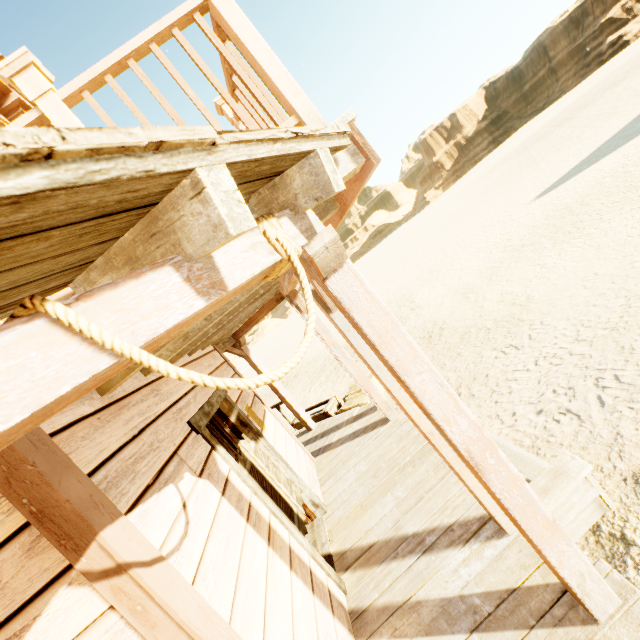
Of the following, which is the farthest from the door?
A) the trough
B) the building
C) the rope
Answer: the trough

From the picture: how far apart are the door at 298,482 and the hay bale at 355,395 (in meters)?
2.43

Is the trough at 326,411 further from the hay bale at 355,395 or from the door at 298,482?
the door at 298,482

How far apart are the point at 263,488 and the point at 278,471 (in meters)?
0.74

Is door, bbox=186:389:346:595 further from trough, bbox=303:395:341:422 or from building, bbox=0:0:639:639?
trough, bbox=303:395:341:422

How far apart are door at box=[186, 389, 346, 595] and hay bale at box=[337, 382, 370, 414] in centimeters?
243cm

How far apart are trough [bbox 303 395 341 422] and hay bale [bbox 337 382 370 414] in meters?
0.2

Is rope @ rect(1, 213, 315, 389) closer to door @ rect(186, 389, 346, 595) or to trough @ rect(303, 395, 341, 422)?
door @ rect(186, 389, 346, 595)
